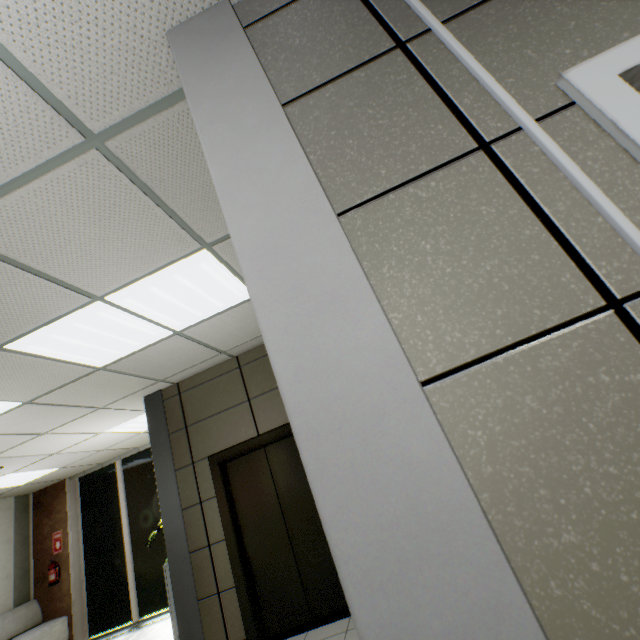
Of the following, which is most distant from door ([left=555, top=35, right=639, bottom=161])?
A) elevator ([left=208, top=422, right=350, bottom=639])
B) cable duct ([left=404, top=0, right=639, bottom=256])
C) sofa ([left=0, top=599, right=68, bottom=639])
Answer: sofa ([left=0, top=599, right=68, bottom=639])

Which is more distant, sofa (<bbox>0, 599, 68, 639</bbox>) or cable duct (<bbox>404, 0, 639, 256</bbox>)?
sofa (<bbox>0, 599, 68, 639</bbox>)

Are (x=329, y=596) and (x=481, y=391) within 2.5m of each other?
no

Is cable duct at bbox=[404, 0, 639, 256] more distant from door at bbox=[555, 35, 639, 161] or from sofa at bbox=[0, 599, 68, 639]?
sofa at bbox=[0, 599, 68, 639]

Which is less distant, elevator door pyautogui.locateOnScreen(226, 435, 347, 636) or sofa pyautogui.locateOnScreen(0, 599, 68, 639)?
elevator door pyautogui.locateOnScreen(226, 435, 347, 636)

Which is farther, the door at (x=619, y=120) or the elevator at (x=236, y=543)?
the elevator at (x=236, y=543)

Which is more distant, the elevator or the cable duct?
the elevator

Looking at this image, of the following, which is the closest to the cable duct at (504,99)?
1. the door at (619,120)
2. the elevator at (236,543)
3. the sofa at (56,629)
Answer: the door at (619,120)
